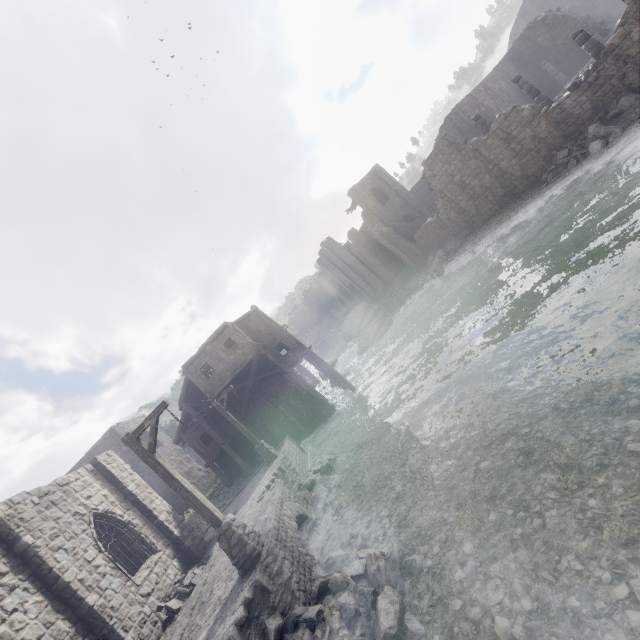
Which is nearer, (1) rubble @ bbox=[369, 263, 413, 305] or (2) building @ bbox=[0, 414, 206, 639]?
(2) building @ bbox=[0, 414, 206, 639]

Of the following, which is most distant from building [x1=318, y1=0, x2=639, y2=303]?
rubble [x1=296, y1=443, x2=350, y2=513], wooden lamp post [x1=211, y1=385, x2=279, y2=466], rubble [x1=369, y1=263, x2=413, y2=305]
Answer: rubble [x1=296, y1=443, x2=350, y2=513]

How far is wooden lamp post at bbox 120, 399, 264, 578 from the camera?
8.4m

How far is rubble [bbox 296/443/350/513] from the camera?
12.4m

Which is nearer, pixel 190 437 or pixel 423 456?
pixel 423 456

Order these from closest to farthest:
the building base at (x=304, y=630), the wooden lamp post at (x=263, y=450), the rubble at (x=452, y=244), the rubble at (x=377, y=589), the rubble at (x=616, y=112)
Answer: the rubble at (x=377, y=589) → the building base at (x=304, y=630) → the rubble at (x=616, y=112) → the wooden lamp post at (x=263, y=450) → the rubble at (x=452, y=244)

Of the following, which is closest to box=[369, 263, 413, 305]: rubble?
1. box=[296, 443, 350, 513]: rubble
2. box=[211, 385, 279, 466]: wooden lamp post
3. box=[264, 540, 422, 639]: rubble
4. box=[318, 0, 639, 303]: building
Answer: box=[318, 0, 639, 303]: building

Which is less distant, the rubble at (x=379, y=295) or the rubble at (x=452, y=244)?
the rubble at (x=452, y=244)
